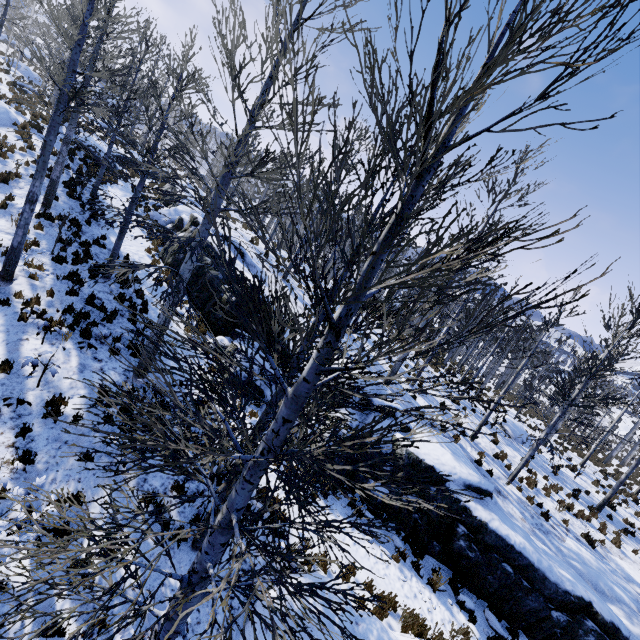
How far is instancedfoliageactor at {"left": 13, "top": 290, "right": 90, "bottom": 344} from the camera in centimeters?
794cm

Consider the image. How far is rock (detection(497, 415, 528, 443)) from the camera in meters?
19.7 m

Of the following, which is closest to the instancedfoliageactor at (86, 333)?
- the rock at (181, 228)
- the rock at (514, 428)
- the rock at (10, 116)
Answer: the rock at (181, 228)

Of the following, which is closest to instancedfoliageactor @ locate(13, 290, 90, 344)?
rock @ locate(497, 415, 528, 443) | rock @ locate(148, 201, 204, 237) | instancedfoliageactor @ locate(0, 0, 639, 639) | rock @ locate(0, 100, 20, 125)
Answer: instancedfoliageactor @ locate(0, 0, 639, 639)

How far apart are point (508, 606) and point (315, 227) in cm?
4229

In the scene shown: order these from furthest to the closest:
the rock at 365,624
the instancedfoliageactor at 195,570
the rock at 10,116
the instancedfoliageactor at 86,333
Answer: the rock at 10,116
the instancedfoliageactor at 86,333
the rock at 365,624
the instancedfoliageactor at 195,570

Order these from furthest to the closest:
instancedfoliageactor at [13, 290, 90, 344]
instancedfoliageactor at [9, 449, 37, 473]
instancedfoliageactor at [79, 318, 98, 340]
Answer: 1. instancedfoliageactor at [79, 318, 98, 340]
2. instancedfoliageactor at [13, 290, 90, 344]
3. instancedfoliageactor at [9, 449, 37, 473]

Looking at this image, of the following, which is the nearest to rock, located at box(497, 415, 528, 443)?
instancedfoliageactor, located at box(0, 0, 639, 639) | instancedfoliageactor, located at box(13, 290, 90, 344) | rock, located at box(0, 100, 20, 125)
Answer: instancedfoliageactor, located at box(0, 0, 639, 639)
